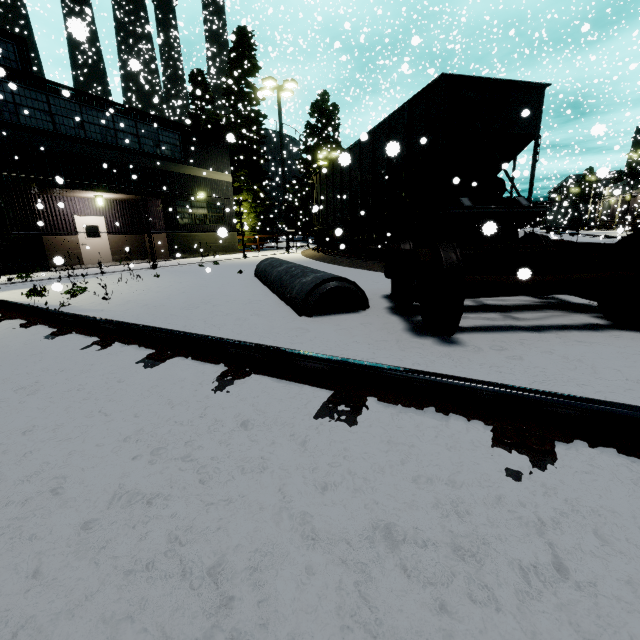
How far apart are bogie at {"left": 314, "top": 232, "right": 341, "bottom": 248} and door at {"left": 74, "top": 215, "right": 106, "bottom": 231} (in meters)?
→ 11.91

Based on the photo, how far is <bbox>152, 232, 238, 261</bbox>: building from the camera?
19.0m

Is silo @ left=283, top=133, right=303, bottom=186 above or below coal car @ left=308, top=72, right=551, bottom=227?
above

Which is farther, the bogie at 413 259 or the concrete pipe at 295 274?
the concrete pipe at 295 274

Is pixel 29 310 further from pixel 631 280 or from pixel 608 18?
pixel 608 18

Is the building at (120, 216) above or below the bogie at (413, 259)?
above

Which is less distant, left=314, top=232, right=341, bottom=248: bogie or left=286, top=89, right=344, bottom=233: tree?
left=314, top=232, right=341, bottom=248: bogie
